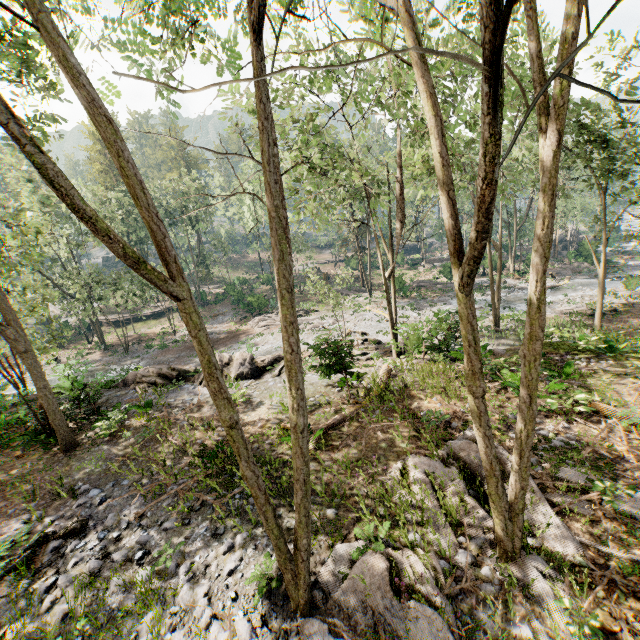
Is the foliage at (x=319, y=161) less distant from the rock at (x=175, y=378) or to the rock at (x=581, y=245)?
the rock at (x=175, y=378)

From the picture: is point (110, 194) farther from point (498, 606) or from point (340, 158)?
point (498, 606)

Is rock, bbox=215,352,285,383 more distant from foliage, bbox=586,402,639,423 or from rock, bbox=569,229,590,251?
rock, bbox=569,229,590,251

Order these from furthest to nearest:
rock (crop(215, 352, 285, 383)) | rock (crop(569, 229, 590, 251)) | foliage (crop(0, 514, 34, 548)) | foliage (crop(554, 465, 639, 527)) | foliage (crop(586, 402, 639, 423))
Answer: rock (crop(569, 229, 590, 251)), rock (crop(215, 352, 285, 383)), foliage (crop(586, 402, 639, 423)), foliage (crop(0, 514, 34, 548)), foliage (crop(554, 465, 639, 527))

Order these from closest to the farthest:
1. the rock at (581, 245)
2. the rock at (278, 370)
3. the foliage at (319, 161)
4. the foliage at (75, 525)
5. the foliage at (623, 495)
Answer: the foliage at (319, 161) → the foliage at (623, 495) → the foliage at (75, 525) → the rock at (278, 370) → the rock at (581, 245)

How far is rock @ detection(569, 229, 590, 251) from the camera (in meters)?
40.81

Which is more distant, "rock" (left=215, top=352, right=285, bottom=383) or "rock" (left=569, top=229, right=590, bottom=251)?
"rock" (left=569, top=229, right=590, bottom=251)

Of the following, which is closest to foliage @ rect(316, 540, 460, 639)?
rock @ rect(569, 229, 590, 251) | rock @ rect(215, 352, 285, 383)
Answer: rock @ rect(215, 352, 285, 383)
